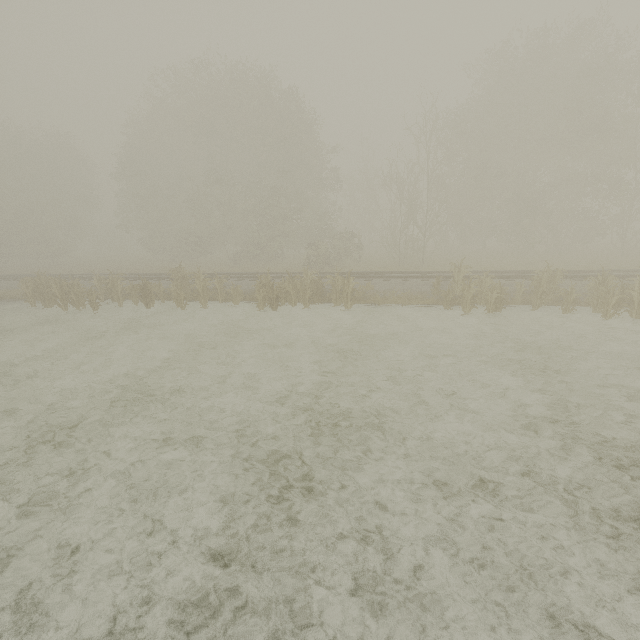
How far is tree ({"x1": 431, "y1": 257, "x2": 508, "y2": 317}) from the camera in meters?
A: 13.0

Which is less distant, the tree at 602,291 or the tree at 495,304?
the tree at 602,291

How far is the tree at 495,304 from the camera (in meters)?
13.03

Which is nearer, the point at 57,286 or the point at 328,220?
the point at 57,286

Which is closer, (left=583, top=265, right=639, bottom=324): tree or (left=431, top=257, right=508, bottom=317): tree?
(left=583, top=265, right=639, bottom=324): tree
